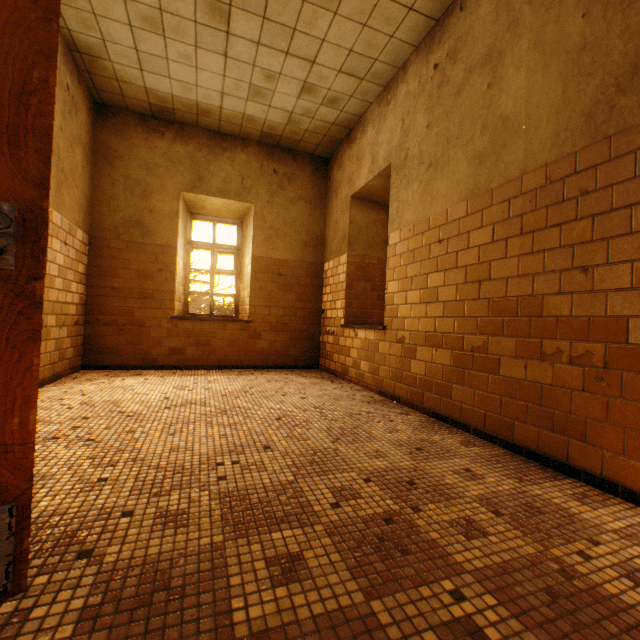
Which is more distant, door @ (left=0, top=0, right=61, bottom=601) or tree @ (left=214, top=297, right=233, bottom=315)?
tree @ (left=214, top=297, right=233, bottom=315)

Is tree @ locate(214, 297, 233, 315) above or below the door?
above

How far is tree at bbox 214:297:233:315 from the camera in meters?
11.3 m

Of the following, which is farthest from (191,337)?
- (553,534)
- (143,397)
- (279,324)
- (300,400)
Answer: (553,534)

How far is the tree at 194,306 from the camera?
11.27m

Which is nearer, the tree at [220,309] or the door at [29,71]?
the door at [29,71]
